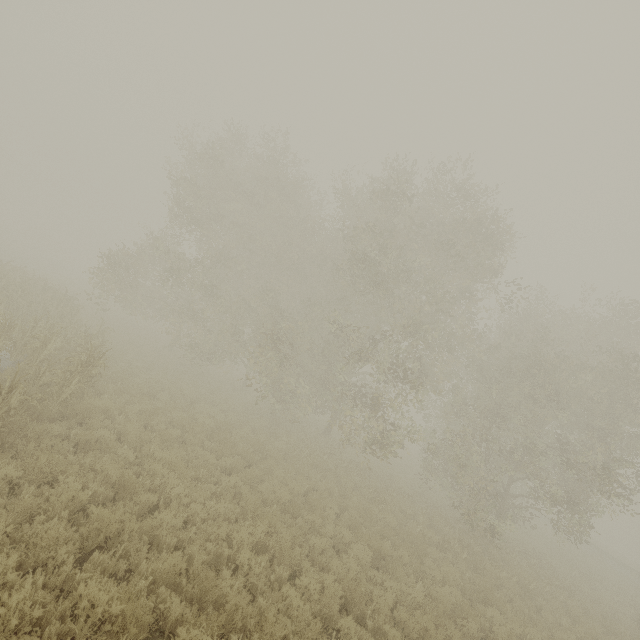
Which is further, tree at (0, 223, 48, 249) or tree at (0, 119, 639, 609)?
tree at (0, 223, 48, 249)

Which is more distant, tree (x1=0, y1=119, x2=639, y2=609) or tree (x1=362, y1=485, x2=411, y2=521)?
tree (x1=0, y1=119, x2=639, y2=609)

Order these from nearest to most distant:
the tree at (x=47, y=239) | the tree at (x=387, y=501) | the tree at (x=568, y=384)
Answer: the tree at (x=387, y=501), the tree at (x=568, y=384), the tree at (x=47, y=239)

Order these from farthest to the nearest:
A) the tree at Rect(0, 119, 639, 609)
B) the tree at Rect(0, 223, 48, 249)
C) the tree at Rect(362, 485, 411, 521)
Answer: the tree at Rect(0, 223, 48, 249)
the tree at Rect(0, 119, 639, 609)
the tree at Rect(362, 485, 411, 521)

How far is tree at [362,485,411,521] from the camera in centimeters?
1225cm

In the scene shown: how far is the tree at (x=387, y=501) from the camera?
12.25m

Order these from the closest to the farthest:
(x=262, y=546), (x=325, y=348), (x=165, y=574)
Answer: (x=165, y=574) < (x=262, y=546) < (x=325, y=348)
